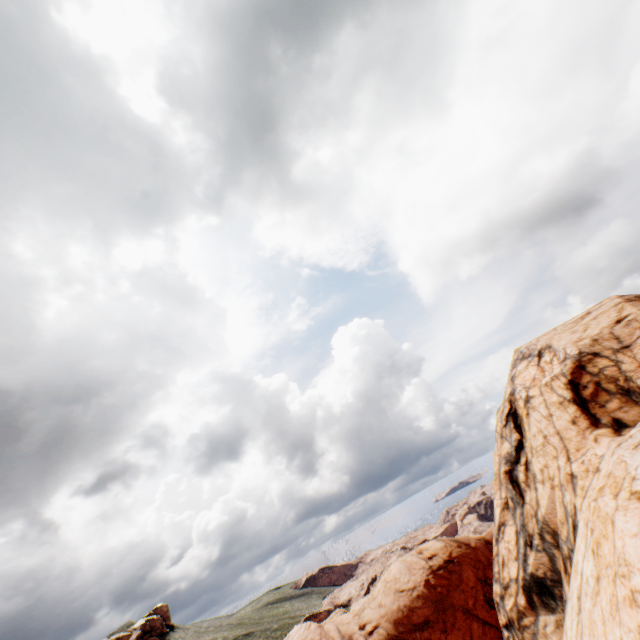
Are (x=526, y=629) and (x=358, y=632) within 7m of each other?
no
